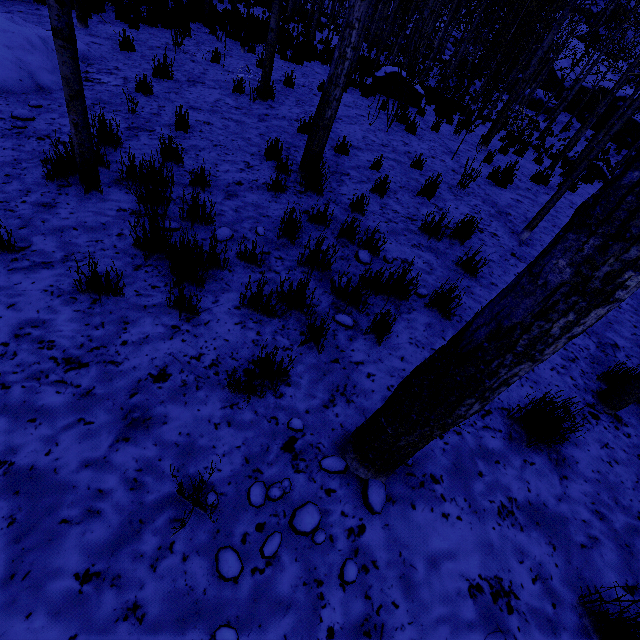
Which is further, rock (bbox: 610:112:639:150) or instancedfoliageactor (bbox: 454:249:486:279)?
rock (bbox: 610:112:639:150)

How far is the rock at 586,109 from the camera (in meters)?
27.25

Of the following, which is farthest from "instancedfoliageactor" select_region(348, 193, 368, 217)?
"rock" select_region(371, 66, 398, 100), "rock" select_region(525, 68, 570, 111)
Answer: "rock" select_region(371, 66, 398, 100)

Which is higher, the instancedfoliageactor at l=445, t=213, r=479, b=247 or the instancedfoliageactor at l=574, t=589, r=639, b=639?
the instancedfoliageactor at l=445, t=213, r=479, b=247

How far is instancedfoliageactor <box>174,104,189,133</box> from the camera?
4.8 meters

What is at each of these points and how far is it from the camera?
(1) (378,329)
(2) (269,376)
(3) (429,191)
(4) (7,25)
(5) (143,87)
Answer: (1) instancedfoliageactor, 2.83m
(2) instancedfoliageactor, 2.26m
(3) instancedfoliageactor, 5.22m
(4) rock, 4.90m
(5) instancedfoliageactor, 5.57m

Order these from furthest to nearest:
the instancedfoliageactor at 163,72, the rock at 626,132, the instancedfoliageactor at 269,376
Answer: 1. the rock at 626,132
2. the instancedfoliageactor at 163,72
3. the instancedfoliageactor at 269,376
